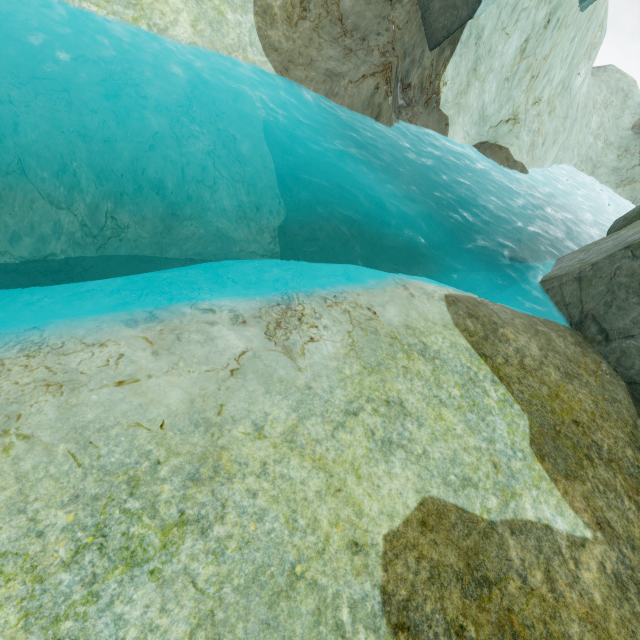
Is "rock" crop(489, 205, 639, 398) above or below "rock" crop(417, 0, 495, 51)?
below

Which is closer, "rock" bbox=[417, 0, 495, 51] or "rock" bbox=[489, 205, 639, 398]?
"rock" bbox=[489, 205, 639, 398]

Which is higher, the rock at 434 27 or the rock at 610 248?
the rock at 434 27

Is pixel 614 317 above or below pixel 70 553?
above

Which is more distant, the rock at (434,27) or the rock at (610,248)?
the rock at (434,27)
